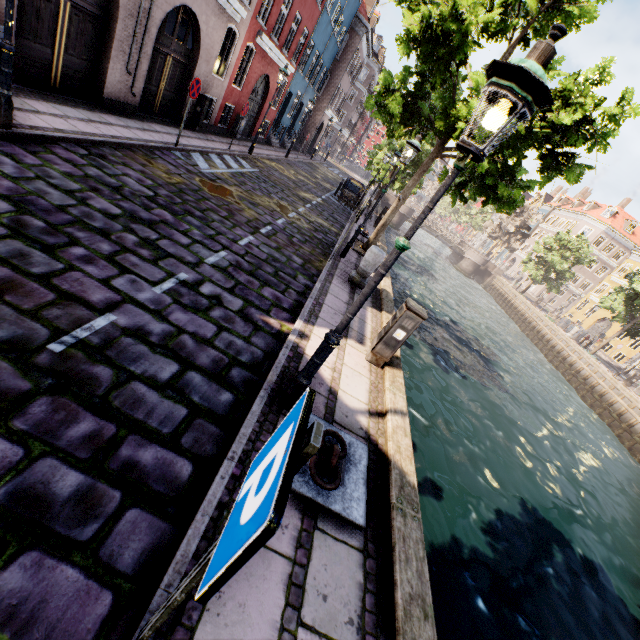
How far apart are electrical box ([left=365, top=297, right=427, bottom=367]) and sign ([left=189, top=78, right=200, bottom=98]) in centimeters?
855cm

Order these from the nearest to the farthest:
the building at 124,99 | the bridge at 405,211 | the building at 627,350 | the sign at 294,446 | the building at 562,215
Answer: the sign at 294,446
the building at 124,99
the building at 627,350
the building at 562,215
the bridge at 405,211

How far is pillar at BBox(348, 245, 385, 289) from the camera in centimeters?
817cm

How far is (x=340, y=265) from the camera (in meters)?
9.29

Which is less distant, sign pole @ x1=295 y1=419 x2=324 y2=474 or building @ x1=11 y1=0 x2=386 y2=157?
sign pole @ x1=295 y1=419 x2=324 y2=474

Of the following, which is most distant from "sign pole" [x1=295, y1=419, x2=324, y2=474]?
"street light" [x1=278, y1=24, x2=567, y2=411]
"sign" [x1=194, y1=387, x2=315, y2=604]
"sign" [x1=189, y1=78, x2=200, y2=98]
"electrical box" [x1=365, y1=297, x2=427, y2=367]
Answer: "sign" [x1=189, y1=78, x2=200, y2=98]

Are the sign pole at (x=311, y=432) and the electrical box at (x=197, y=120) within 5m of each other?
no

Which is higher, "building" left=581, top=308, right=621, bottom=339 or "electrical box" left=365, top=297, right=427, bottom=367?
"building" left=581, top=308, right=621, bottom=339
